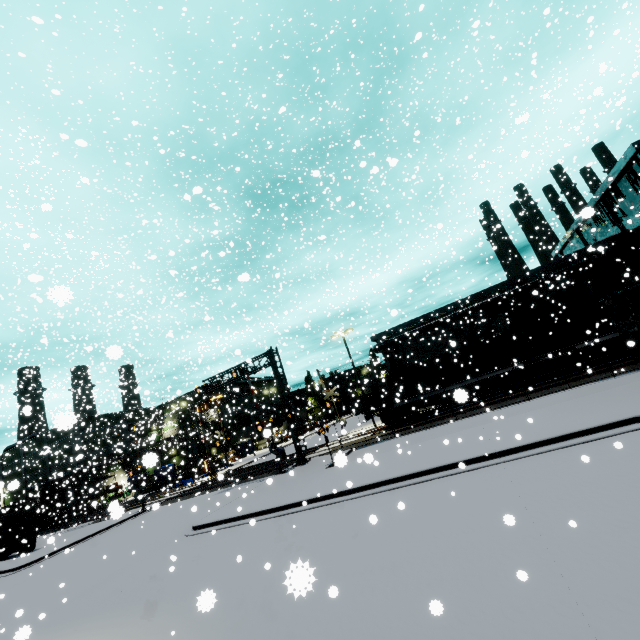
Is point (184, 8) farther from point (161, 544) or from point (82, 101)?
point (161, 544)

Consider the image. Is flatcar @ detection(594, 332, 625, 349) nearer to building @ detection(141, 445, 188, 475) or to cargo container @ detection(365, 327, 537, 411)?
cargo container @ detection(365, 327, 537, 411)

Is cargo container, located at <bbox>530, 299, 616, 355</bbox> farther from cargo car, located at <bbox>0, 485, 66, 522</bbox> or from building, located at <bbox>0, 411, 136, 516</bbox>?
cargo car, located at <bbox>0, 485, 66, 522</bbox>

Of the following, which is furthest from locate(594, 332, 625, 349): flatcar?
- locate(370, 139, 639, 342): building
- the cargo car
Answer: the cargo car

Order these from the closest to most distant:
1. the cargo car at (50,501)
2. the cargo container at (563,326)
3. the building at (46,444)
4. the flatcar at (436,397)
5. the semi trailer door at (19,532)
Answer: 1. the cargo container at (563,326)
2. the flatcar at (436,397)
3. the semi trailer door at (19,532)
4. the building at (46,444)
5. the cargo car at (50,501)

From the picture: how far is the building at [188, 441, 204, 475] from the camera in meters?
50.4

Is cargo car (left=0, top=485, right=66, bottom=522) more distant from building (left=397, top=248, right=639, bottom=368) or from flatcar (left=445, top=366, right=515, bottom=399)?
flatcar (left=445, top=366, right=515, bottom=399)

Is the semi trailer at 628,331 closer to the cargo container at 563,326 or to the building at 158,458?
the building at 158,458
